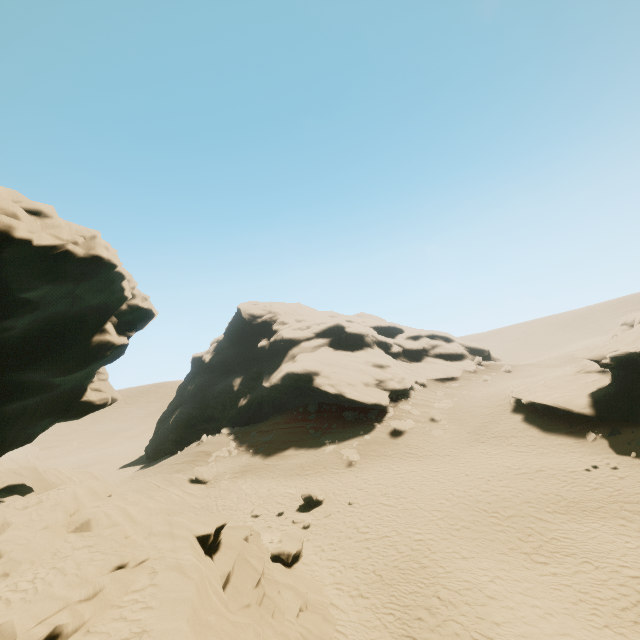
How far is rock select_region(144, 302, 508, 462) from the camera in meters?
35.8

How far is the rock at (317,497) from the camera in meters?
20.1 m

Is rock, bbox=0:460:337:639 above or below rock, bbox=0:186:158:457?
below

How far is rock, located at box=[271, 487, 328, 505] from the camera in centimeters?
2012cm

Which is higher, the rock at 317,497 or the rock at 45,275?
the rock at 45,275

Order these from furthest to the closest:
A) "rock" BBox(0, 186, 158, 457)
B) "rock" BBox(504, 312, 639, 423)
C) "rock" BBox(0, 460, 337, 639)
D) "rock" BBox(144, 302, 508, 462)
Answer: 1. "rock" BBox(144, 302, 508, 462)
2. "rock" BBox(504, 312, 639, 423)
3. "rock" BBox(0, 186, 158, 457)
4. "rock" BBox(0, 460, 337, 639)

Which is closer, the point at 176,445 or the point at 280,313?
the point at 176,445
